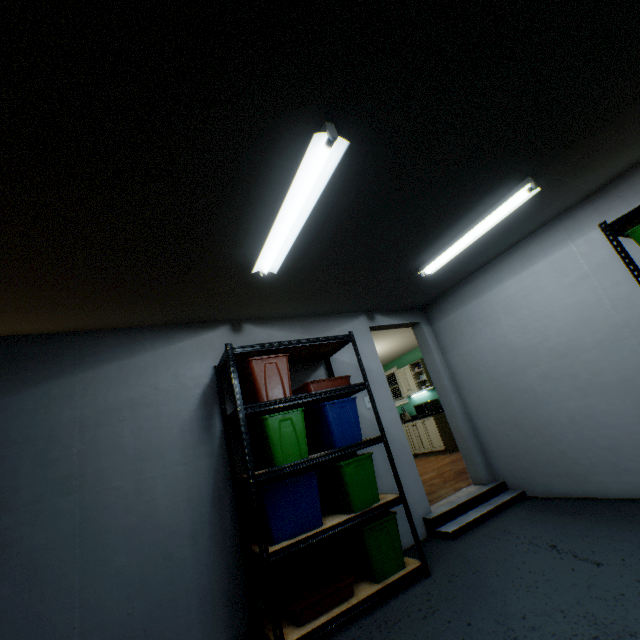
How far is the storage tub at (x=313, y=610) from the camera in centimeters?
206cm

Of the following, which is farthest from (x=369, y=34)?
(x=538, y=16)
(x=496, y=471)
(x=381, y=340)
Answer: (x=381, y=340)

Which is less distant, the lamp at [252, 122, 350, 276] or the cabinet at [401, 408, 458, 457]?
the lamp at [252, 122, 350, 276]

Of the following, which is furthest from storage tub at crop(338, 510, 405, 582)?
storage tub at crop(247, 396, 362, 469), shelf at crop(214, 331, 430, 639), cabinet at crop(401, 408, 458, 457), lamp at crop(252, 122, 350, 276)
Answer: cabinet at crop(401, 408, 458, 457)

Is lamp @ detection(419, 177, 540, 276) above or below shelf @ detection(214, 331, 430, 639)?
above

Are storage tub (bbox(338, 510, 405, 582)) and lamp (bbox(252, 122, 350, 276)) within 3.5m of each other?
yes

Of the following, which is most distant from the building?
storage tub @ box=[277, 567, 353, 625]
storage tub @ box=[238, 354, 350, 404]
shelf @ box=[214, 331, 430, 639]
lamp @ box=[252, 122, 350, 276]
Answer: lamp @ box=[252, 122, 350, 276]

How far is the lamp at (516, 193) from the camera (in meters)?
2.39
